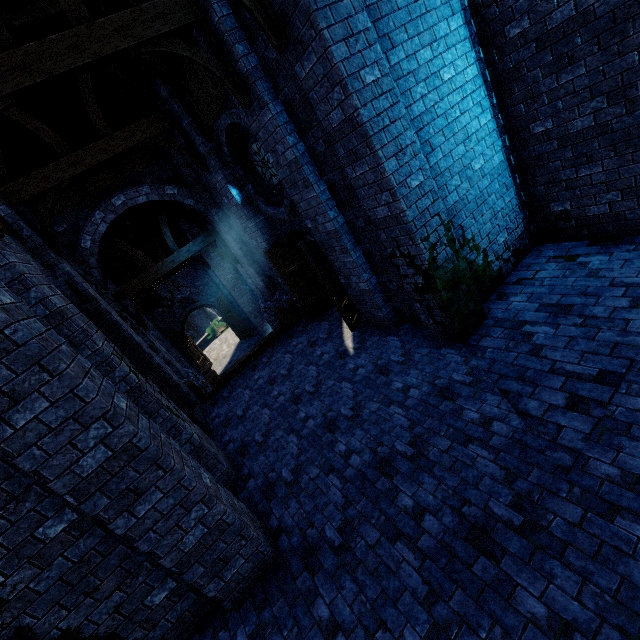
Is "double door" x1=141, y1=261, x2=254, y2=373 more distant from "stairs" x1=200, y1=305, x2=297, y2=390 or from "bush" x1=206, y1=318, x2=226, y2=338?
"bush" x1=206, y1=318, x2=226, y2=338

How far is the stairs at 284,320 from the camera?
9.52m

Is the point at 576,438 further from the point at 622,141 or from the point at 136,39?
the point at 136,39

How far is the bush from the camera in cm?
2869

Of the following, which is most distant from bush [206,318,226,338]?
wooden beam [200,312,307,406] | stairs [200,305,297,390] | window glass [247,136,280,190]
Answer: window glass [247,136,280,190]

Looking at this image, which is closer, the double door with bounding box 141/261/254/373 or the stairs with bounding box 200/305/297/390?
the stairs with bounding box 200/305/297/390

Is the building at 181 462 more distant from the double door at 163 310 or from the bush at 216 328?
the bush at 216 328

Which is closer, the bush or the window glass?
the window glass
